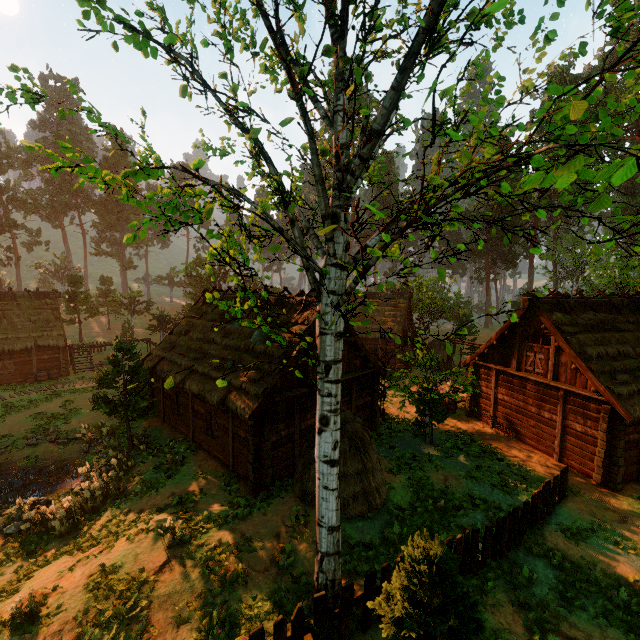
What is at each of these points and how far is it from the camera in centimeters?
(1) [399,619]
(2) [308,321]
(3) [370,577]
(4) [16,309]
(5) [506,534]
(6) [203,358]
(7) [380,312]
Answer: (1) treerock, 493cm
(2) building, 1432cm
(3) fence, 685cm
(4) building, 2911cm
(5) fence, 983cm
(6) building, 1700cm
(7) building, 3575cm

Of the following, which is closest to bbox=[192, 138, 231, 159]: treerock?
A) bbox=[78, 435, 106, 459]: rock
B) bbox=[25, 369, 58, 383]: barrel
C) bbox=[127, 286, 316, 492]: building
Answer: bbox=[127, 286, 316, 492]: building

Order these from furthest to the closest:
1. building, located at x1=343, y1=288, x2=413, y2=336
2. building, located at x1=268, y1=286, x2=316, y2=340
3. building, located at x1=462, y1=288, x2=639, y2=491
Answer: building, located at x1=343, y1=288, x2=413, y2=336
building, located at x1=268, y1=286, x2=316, y2=340
building, located at x1=462, y1=288, x2=639, y2=491

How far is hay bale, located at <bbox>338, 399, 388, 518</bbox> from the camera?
10.71m

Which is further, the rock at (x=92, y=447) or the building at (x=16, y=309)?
the building at (x=16, y=309)

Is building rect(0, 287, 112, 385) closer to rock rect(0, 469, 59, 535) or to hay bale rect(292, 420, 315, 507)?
hay bale rect(292, 420, 315, 507)

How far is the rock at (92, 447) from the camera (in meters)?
17.57
